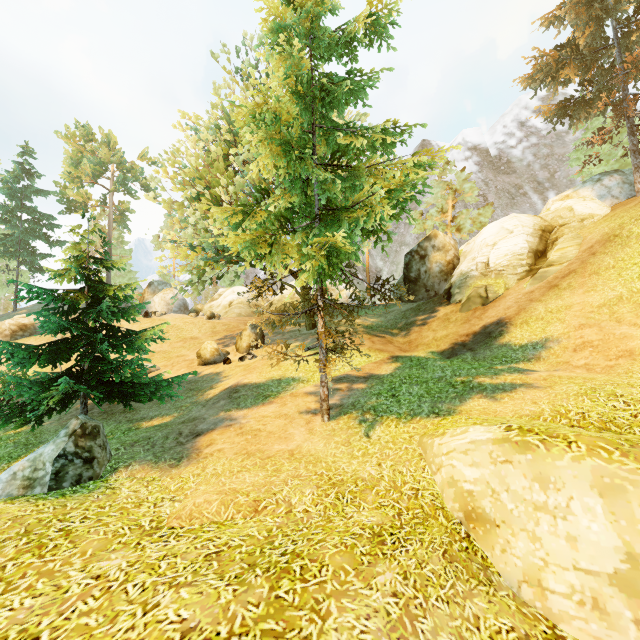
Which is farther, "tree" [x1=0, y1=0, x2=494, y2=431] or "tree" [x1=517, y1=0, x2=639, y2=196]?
"tree" [x1=517, y1=0, x2=639, y2=196]

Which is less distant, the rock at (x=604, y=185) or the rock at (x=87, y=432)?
the rock at (x=87, y=432)

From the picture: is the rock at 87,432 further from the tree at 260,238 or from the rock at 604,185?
the rock at 604,185

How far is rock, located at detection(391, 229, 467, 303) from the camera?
21.7 meters

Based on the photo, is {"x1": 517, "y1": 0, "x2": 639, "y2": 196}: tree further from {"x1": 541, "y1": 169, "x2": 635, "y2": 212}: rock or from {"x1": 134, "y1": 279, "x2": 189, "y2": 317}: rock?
{"x1": 134, "y1": 279, "x2": 189, "y2": 317}: rock

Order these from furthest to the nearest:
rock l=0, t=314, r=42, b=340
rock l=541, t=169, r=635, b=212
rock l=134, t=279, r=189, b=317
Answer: rock l=134, t=279, r=189, b=317, rock l=0, t=314, r=42, b=340, rock l=541, t=169, r=635, b=212

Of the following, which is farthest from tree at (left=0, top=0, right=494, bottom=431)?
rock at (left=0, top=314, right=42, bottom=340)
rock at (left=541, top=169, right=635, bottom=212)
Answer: rock at (left=0, top=314, right=42, bottom=340)

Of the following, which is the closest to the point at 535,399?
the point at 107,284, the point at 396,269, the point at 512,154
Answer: the point at 107,284
